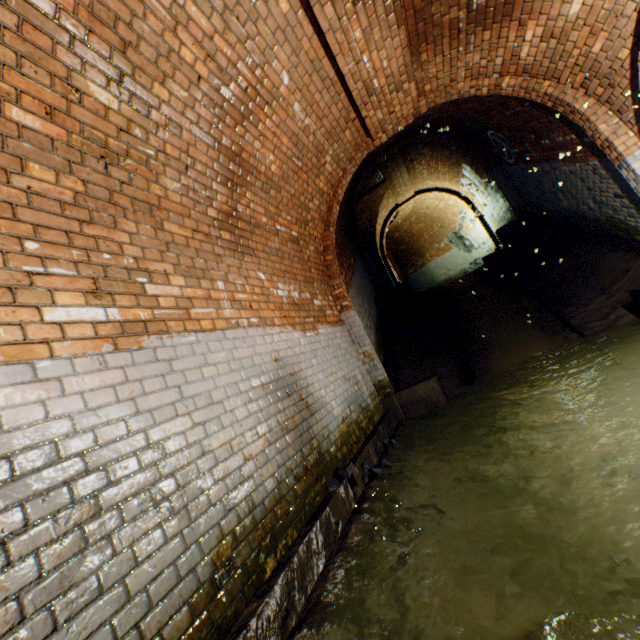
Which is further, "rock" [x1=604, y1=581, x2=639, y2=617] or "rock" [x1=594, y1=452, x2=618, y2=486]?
"rock" [x1=594, y1=452, x2=618, y2=486]

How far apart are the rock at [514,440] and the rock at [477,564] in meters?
1.8 m

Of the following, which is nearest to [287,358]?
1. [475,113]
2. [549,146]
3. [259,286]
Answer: [259,286]

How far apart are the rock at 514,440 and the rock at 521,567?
2.0 meters

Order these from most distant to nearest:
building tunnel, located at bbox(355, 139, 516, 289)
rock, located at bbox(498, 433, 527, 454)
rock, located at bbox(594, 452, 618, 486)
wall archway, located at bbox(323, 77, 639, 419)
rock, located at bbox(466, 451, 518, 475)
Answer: building tunnel, located at bbox(355, 139, 516, 289)
wall archway, located at bbox(323, 77, 639, 419)
rock, located at bbox(498, 433, 527, 454)
rock, located at bbox(466, 451, 518, 475)
rock, located at bbox(594, 452, 618, 486)

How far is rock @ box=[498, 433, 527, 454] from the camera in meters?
3.5

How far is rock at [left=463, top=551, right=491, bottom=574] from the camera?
2.0 meters

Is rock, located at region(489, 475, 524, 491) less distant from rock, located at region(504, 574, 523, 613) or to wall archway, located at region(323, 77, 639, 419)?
rock, located at region(504, 574, 523, 613)
